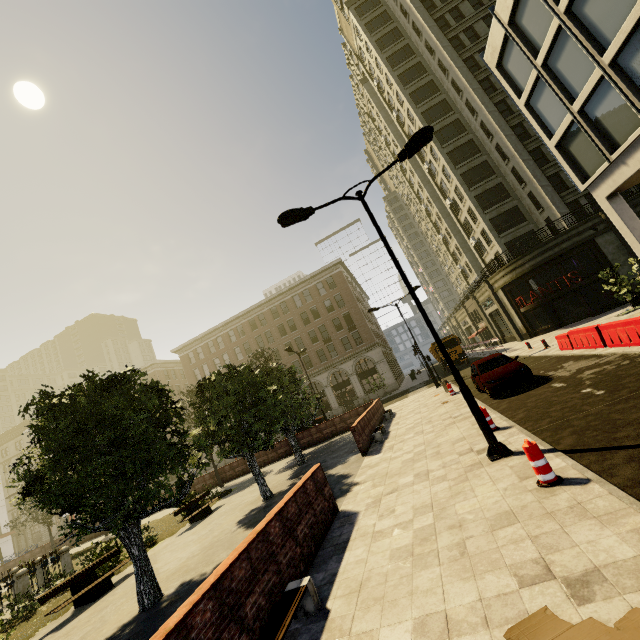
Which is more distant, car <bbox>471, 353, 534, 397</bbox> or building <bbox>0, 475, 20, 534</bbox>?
building <bbox>0, 475, 20, 534</bbox>

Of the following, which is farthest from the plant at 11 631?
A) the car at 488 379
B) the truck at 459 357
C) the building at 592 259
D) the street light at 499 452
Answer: the building at 592 259

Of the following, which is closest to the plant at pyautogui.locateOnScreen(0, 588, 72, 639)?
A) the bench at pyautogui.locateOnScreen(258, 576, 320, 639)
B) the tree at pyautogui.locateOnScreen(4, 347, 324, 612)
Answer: the tree at pyautogui.locateOnScreen(4, 347, 324, 612)

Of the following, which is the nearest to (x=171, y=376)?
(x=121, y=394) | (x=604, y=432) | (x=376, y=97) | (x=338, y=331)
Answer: (x=338, y=331)

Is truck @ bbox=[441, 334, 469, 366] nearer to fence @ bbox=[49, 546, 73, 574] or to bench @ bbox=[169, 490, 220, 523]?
bench @ bbox=[169, 490, 220, 523]

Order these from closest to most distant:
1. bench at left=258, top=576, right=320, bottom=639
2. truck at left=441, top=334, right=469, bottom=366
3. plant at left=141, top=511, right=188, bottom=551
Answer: bench at left=258, top=576, right=320, bottom=639 → plant at left=141, top=511, right=188, bottom=551 → truck at left=441, top=334, right=469, bottom=366

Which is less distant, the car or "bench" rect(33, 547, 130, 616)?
"bench" rect(33, 547, 130, 616)

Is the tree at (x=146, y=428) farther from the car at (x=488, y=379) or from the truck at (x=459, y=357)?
the car at (x=488, y=379)
